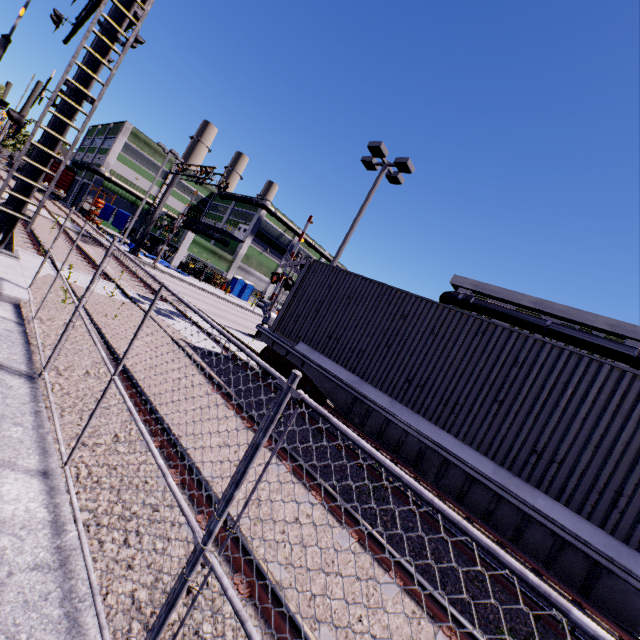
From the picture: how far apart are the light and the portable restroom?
30.6 meters

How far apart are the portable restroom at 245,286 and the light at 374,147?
30.64m

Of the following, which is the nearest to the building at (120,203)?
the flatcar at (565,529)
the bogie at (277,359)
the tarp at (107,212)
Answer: the tarp at (107,212)

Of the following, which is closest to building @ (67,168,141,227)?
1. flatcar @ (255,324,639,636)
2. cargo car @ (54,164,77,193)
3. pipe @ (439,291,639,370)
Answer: pipe @ (439,291,639,370)

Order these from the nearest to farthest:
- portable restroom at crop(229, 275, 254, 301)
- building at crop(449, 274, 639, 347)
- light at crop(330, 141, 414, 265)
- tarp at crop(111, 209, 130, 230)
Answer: light at crop(330, 141, 414, 265)
building at crop(449, 274, 639, 347)
tarp at crop(111, 209, 130, 230)
portable restroom at crop(229, 275, 254, 301)

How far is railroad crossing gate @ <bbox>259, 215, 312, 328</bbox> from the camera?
17.1m

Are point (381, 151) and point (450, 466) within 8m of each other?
no

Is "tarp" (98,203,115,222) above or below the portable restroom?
above
